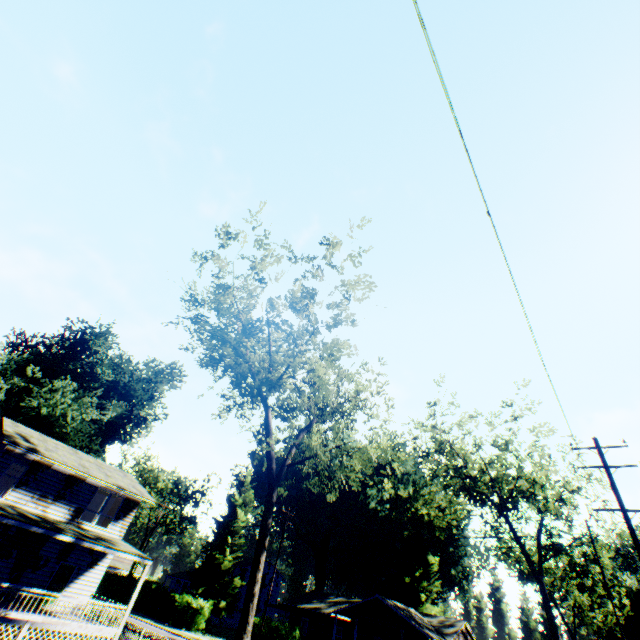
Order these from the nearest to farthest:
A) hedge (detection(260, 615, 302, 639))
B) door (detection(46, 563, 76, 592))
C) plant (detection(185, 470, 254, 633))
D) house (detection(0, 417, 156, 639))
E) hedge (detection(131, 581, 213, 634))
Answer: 1. house (detection(0, 417, 156, 639))
2. door (detection(46, 563, 76, 592))
3. hedge (detection(260, 615, 302, 639))
4. hedge (detection(131, 581, 213, 634))
5. plant (detection(185, 470, 254, 633))

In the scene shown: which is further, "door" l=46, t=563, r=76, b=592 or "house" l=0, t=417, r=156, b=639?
"door" l=46, t=563, r=76, b=592

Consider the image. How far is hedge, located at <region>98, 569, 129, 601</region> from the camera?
44.5 meters

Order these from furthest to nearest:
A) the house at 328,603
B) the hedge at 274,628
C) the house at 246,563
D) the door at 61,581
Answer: the house at 246,563 → the house at 328,603 → the hedge at 274,628 → the door at 61,581

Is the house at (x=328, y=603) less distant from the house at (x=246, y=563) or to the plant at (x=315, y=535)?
the plant at (x=315, y=535)

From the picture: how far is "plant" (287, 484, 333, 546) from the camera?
55.2 meters

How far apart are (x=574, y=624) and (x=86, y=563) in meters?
58.2 m

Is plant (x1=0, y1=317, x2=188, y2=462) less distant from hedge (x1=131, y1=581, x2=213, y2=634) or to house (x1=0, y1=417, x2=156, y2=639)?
hedge (x1=131, y1=581, x2=213, y2=634)
